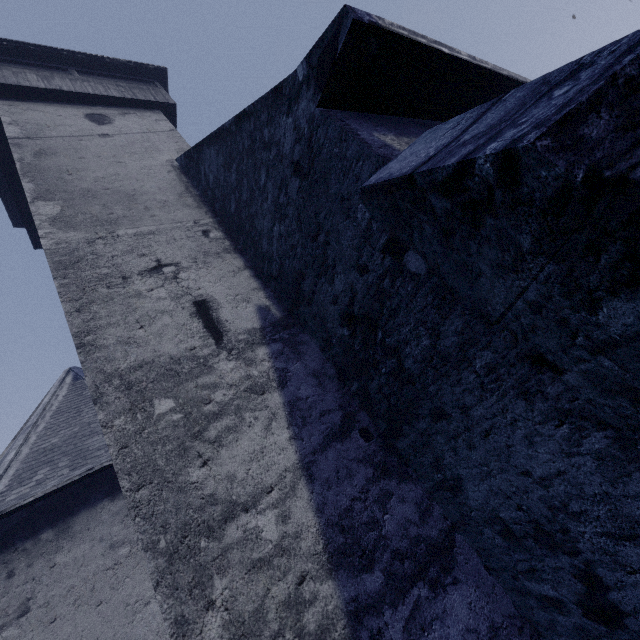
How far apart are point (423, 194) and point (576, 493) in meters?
2.2 m
